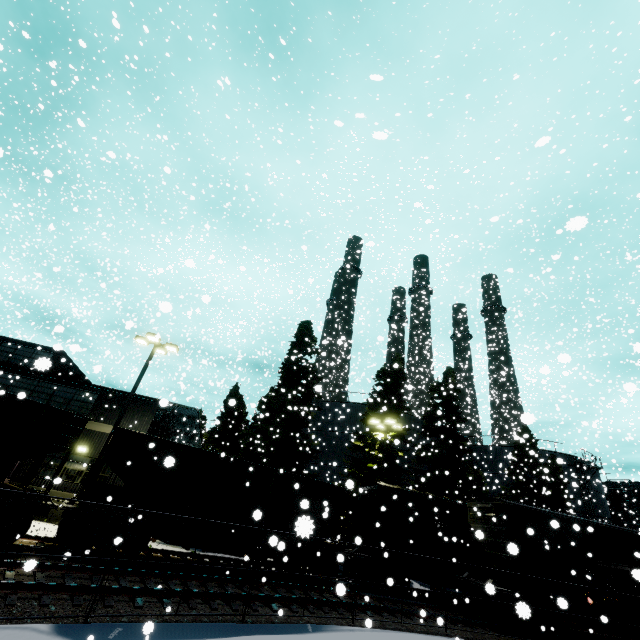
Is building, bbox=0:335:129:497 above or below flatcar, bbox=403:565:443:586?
above

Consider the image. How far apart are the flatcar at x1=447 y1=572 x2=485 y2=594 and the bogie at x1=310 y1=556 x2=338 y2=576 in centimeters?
598cm

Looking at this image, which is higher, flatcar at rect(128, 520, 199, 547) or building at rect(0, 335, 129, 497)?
building at rect(0, 335, 129, 497)

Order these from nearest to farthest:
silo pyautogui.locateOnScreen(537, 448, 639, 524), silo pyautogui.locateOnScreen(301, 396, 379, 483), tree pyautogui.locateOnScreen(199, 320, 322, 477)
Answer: tree pyautogui.locateOnScreen(199, 320, 322, 477), silo pyautogui.locateOnScreen(301, 396, 379, 483), silo pyautogui.locateOnScreen(537, 448, 639, 524)

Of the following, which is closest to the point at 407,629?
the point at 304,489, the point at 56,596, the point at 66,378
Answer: the point at 304,489

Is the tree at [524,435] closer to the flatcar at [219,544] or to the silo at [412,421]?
the silo at [412,421]

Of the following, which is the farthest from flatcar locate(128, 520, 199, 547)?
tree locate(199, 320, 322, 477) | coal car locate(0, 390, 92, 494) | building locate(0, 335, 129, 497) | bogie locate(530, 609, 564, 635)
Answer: bogie locate(530, 609, 564, 635)

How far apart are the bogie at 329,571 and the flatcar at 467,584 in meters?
6.0 m
